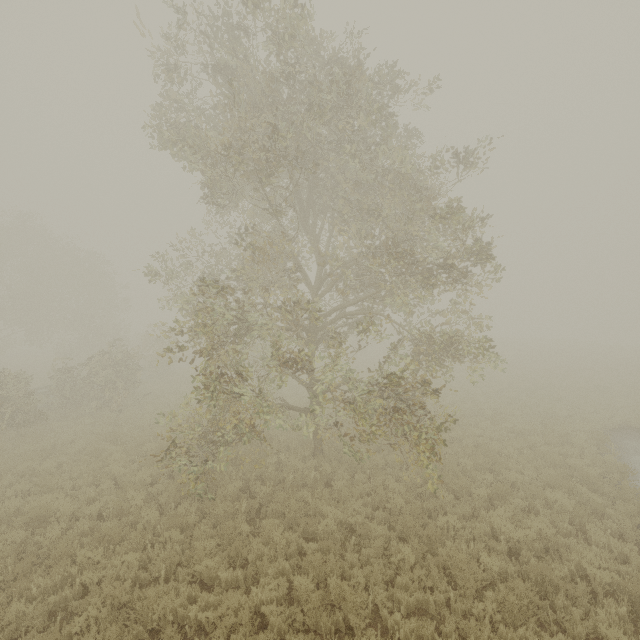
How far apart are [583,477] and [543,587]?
5.4m
